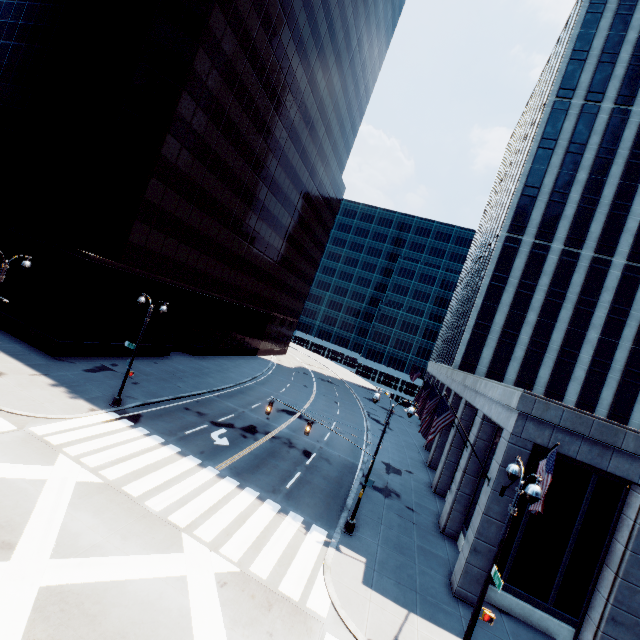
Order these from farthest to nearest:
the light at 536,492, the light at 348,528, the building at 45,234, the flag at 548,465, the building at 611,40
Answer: the building at 45,234 → the light at 348,528 → the building at 611,40 → the flag at 548,465 → the light at 536,492

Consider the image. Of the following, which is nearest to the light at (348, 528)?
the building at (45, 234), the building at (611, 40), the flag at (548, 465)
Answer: the building at (611, 40)

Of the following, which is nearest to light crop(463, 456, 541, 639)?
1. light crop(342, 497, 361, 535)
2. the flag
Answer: the flag

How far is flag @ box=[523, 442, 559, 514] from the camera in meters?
11.1

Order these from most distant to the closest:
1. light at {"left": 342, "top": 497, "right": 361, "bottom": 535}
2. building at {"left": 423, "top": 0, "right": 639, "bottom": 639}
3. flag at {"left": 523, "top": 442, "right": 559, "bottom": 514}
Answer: light at {"left": 342, "top": 497, "right": 361, "bottom": 535} < building at {"left": 423, "top": 0, "right": 639, "bottom": 639} < flag at {"left": 523, "top": 442, "right": 559, "bottom": 514}

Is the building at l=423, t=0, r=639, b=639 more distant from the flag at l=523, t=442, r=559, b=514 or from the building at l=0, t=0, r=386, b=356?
the building at l=0, t=0, r=386, b=356

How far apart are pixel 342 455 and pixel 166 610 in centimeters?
1836cm

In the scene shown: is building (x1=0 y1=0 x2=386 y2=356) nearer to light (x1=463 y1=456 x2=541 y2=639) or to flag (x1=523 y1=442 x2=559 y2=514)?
light (x1=463 y1=456 x2=541 y2=639)
